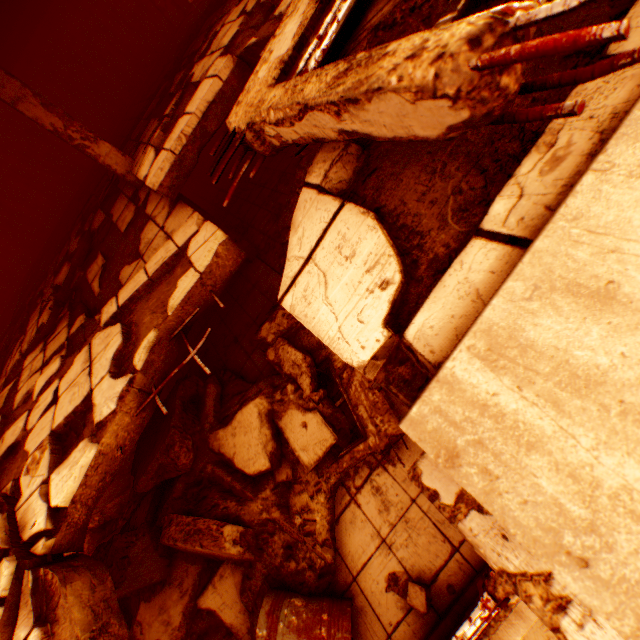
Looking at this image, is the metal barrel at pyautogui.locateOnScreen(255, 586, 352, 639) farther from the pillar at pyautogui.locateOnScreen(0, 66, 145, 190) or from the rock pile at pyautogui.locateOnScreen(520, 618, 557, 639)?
the pillar at pyautogui.locateOnScreen(0, 66, 145, 190)

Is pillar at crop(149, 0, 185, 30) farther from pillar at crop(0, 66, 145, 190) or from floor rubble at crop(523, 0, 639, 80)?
pillar at crop(0, 66, 145, 190)

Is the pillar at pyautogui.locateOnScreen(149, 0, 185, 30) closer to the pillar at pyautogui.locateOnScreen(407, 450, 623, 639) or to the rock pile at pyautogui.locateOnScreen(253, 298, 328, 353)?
the rock pile at pyautogui.locateOnScreen(253, 298, 328, 353)

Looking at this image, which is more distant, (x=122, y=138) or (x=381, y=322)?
(x=122, y=138)

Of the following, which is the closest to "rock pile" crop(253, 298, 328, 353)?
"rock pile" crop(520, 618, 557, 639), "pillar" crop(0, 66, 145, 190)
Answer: "pillar" crop(0, 66, 145, 190)

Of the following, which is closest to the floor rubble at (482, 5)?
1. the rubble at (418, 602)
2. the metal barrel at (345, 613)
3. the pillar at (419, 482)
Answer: the pillar at (419, 482)

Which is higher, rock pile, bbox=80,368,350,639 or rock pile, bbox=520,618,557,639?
rock pile, bbox=80,368,350,639

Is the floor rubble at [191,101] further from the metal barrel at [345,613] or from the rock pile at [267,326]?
the metal barrel at [345,613]
